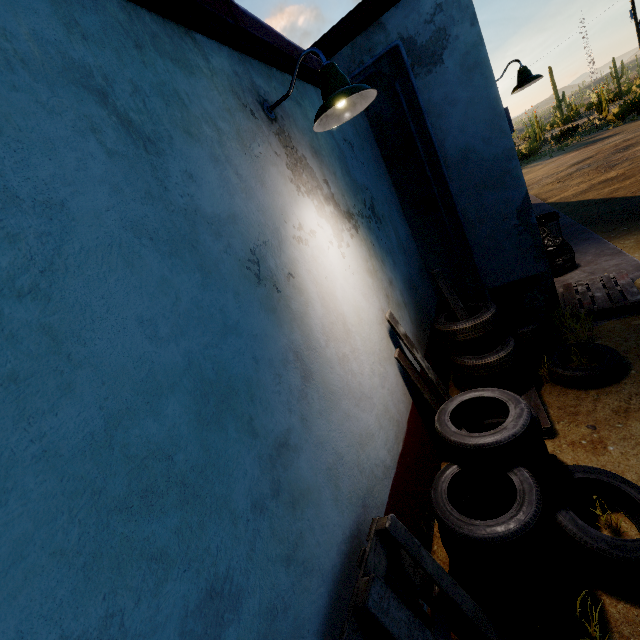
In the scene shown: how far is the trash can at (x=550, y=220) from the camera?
6.65m

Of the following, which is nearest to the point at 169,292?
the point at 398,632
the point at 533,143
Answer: the point at 398,632

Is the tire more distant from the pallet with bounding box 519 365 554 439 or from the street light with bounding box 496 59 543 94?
the street light with bounding box 496 59 543 94

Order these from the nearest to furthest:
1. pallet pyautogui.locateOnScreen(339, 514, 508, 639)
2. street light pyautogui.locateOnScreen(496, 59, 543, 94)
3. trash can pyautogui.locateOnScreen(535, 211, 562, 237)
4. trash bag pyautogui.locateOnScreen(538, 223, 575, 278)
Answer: pallet pyautogui.locateOnScreen(339, 514, 508, 639) < street light pyautogui.locateOnScreen(496, 59, 543, 94) < trash bag pyautogui.locateOnScreen(538, 223, 575, 278) < trash can pyautogui.locateOnScreen(535, 211, 562, 237)

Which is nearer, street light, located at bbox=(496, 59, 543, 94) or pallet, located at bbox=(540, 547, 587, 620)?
pallet, located at bbox=(540, 547, 587, 620)

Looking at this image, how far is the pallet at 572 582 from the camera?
1.9m

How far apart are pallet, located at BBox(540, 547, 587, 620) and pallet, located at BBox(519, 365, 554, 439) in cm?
31

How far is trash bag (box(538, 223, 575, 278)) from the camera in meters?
6.0
